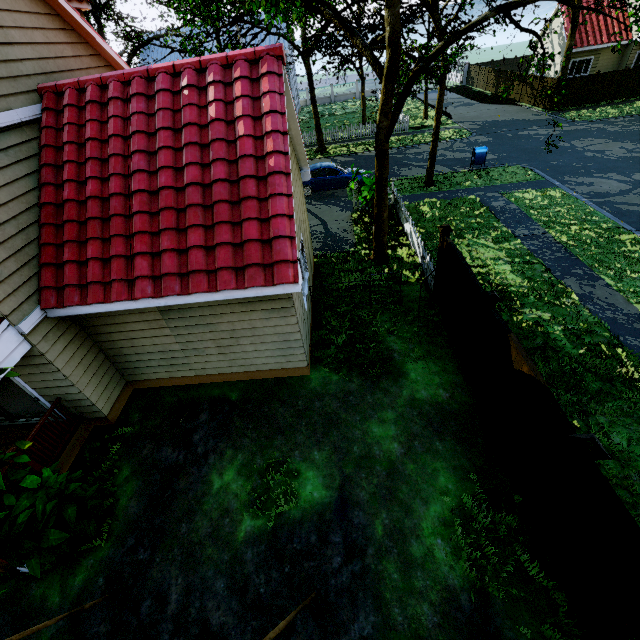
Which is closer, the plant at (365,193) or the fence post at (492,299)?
the fence post at (492,299)

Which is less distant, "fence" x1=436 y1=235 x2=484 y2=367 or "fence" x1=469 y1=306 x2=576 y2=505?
"fence" x1=469 y1=306 x2=576 y2=505

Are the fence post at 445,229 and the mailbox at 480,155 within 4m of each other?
no

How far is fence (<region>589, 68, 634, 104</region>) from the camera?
25.2m

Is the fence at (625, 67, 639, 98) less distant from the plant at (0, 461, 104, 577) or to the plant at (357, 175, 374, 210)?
the plant at (357, 175, 374, 210)

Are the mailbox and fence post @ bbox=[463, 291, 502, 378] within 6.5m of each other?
no

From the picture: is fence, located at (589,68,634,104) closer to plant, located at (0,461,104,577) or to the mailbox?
plant, located at (0,461,104,577)

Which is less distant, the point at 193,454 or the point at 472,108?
the point at 193,454
